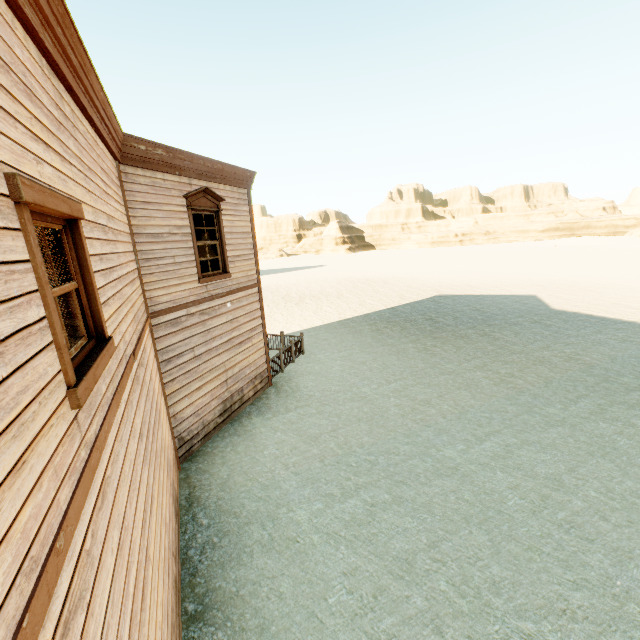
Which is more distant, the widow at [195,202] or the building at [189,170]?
the widow at [195,202]

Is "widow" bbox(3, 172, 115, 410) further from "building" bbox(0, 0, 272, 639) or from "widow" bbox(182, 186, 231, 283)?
"widow" bbox(182, 186, 231, 283)

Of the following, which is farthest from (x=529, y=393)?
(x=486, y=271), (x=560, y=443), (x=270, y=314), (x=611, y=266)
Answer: (x=611, y=266)

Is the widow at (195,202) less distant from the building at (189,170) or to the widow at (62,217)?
the building at (189,170)

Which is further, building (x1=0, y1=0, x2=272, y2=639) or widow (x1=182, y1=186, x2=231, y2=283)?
widow (x1=182, y1=186, x2=231, y2=283)

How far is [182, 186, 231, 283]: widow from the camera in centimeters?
770cm

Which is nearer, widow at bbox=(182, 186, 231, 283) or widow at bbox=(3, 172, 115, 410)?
widow at bbox=(3, 172, 115, 410)

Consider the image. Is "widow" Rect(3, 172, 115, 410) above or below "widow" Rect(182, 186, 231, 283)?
below
